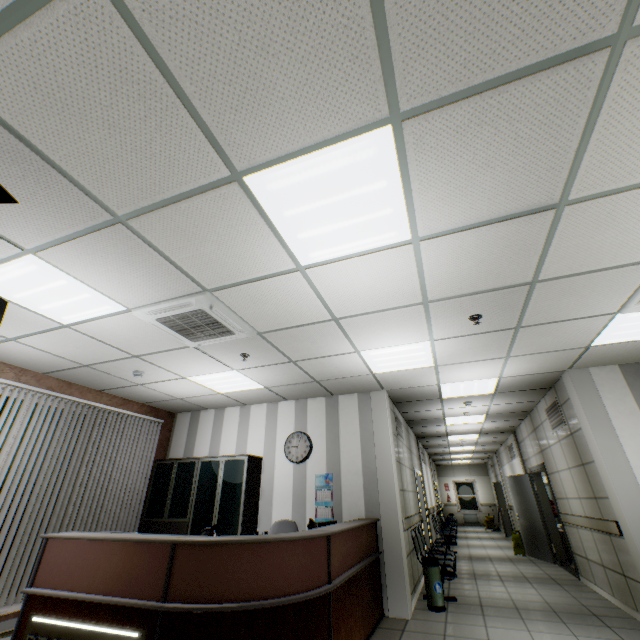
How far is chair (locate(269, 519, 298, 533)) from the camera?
5.0 meters

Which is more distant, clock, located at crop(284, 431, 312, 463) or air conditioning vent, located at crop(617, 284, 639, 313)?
clock, located at crop(284, 431, 312, 463)

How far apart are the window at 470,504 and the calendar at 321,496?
18.2 meters

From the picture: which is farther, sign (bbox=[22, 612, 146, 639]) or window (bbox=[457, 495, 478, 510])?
window (bbox=[457, 495, 478, 510])

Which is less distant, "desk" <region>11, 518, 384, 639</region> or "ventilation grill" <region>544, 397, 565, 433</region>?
"desk" <region>11, 518, 384, 639</region>

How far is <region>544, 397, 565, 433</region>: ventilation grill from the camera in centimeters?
590cm

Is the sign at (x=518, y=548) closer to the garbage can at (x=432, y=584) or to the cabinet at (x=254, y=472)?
the garbage can at (x=432, y=584)

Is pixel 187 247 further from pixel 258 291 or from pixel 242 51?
pixel 242 51
